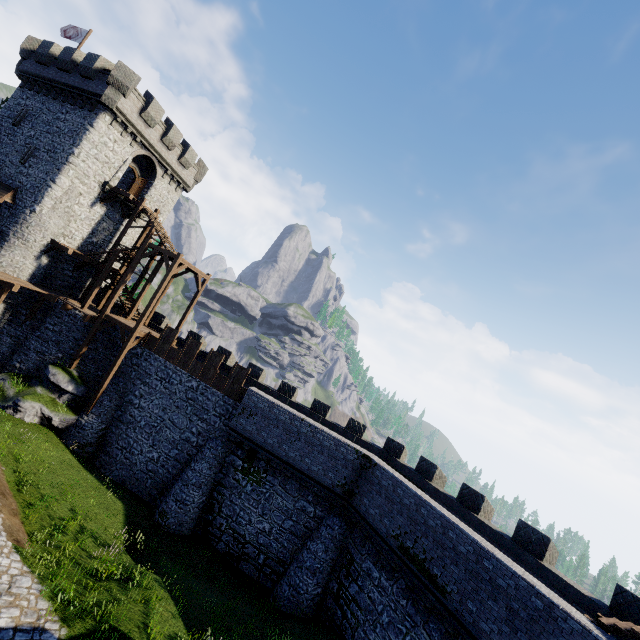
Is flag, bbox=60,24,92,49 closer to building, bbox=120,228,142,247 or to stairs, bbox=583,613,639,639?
building, bbox=120,228,142,247

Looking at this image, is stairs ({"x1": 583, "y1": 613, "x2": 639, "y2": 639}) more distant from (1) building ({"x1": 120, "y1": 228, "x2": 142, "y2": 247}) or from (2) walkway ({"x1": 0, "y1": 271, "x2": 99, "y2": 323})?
(1) building ({"x1": 120, "y1": 228, "x2": 142, "y2": 247})

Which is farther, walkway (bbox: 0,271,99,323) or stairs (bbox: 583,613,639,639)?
walkway (bbox: 0,271,99,323)

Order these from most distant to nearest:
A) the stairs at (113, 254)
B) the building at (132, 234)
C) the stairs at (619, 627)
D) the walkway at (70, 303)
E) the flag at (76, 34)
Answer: the building at (132, 234) < the flag at (76, 34) < the stairs at (113, 254) < the walkway at (70, 303) < the stairs at (619, 627)

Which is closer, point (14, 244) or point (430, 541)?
point (430, 541)

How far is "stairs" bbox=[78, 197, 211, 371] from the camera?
21.9 meters

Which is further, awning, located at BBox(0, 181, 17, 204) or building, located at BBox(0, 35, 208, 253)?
building, located at BBox(0, 35, 208, 253)

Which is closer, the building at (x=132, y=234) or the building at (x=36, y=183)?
the building at (x=36, y=183)
